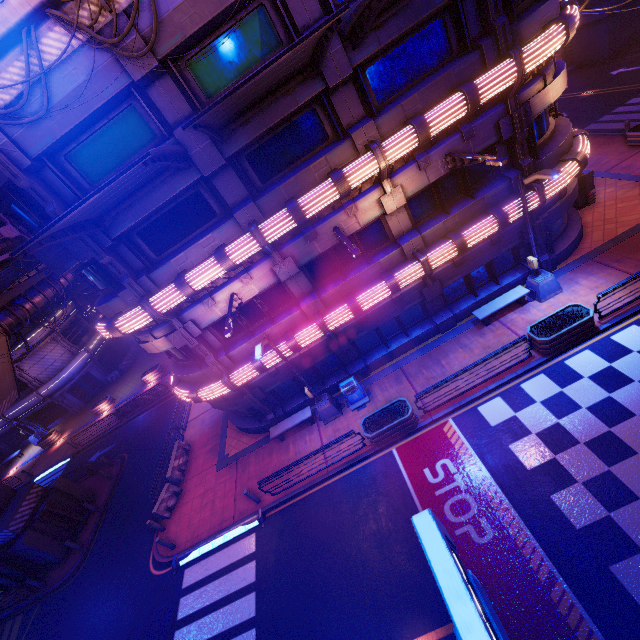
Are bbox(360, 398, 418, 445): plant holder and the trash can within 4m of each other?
yes

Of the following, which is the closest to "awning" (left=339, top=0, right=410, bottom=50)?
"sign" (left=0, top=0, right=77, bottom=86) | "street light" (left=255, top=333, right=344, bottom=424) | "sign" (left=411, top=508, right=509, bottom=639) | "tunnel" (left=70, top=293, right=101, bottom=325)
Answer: "sign" (left=0, top=0, right=77, bottom=86)

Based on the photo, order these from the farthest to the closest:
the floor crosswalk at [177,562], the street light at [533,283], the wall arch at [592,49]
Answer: the wall arch at [592,49] → the floor crosswalk at [177,562] → the street light at [533,283]

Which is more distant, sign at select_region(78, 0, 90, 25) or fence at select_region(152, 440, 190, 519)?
fence at select_region(152, 440, 190, 519)

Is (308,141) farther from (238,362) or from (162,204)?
(238,362)

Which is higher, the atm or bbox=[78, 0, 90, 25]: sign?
bbox=[78, 0, 90, 25]: sign

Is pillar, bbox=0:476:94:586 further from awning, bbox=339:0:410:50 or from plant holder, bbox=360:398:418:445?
awning, bbox=339:0:410:50

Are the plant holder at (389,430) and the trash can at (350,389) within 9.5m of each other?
yes
